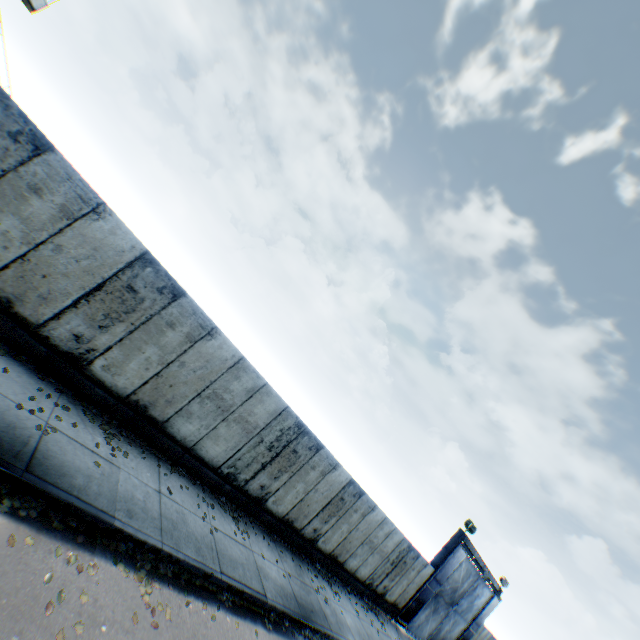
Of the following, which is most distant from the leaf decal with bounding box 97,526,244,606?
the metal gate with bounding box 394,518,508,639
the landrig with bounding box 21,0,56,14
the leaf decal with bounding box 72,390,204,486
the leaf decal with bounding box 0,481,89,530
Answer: the landrig with bounding box 21,0,56,14

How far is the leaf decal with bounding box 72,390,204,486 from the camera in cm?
746

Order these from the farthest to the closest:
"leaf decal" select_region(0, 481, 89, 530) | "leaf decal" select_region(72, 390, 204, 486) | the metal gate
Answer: the metal gate < "leaf decal" select_region(72, 390, 204, 486) < "leaf decal" select_region(0, 481, 89, 530)

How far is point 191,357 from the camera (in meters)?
8.54

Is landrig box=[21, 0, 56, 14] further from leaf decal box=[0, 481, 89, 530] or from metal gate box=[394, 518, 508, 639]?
metal gate box=[394, 518, 508, 639]

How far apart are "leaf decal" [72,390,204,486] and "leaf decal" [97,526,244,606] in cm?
259

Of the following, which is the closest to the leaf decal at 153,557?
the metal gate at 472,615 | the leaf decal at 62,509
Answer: the leaf decal at 62,509

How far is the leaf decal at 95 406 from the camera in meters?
7.5
